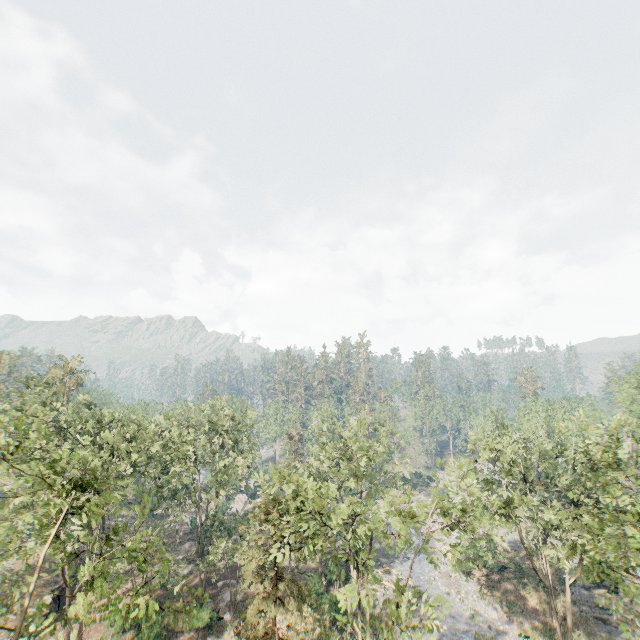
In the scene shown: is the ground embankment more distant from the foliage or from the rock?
the rock

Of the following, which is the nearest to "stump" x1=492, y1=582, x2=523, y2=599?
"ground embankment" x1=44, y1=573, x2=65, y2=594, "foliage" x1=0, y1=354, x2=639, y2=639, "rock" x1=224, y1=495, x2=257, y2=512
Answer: "foliage" x1=0, y1=354, x2=639, y2=639

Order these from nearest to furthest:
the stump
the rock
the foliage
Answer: the foliage < the stump < the rock

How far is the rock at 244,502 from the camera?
55.4m

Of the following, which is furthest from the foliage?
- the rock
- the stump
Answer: the stump

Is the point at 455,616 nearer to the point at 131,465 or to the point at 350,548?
the point at 350,548

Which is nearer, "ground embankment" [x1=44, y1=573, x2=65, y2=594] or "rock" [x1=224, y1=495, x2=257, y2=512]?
"ground embankment" [x1=44, y1=573, x2=65, y2=594]

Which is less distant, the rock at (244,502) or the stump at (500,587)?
the stump at (500,587)
